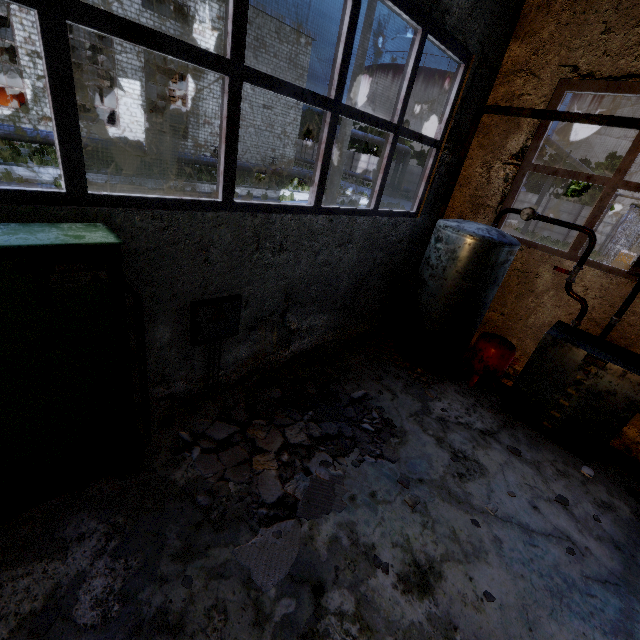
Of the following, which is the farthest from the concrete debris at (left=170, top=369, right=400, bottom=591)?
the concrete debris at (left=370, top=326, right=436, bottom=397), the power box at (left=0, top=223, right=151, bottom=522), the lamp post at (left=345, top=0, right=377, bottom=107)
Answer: the lamp post at (left=345, top=0, right=377, bottom=107)

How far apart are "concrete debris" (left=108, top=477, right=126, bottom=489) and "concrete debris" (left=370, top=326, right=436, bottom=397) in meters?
4.6 m

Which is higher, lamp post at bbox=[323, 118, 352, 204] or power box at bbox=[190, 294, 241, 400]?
lamp post at bbox=[323, 118, 352, 204]

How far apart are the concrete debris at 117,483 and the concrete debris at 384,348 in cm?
456

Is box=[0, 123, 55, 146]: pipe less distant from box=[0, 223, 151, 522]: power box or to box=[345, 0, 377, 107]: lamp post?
box=[345, 0, 377, 107]: lamp post

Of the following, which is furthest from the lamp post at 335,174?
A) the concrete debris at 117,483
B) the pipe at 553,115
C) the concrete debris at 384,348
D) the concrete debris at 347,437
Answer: the pipe at 553,115

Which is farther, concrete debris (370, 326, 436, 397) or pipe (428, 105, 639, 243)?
concrete debris (370, 326, 436, 397)

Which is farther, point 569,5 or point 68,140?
point 569,5
